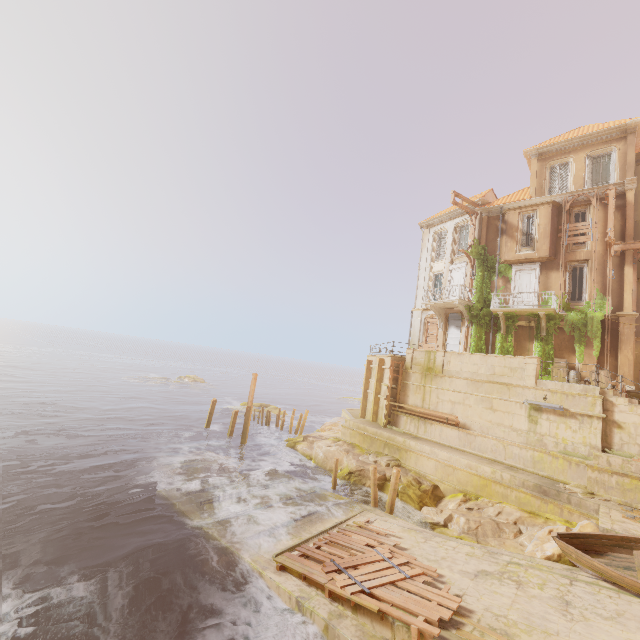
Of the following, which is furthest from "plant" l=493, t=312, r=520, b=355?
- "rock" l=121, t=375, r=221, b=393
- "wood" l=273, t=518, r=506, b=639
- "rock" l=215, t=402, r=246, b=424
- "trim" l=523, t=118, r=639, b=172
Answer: "rock" l=121, t=375, r=221, b=393

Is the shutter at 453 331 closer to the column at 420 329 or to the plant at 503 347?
the column at 420 329

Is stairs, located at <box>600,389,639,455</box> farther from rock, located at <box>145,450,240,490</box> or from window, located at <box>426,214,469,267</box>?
rock, located at <box>145,450,240,490</box>

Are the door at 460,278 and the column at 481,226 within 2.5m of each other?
yes

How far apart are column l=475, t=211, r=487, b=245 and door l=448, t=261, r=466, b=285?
0.50m

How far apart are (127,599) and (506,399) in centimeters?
1795cm

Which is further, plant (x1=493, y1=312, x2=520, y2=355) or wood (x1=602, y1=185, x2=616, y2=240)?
plant (x1=493, y1=312, x2=520, y2=355)

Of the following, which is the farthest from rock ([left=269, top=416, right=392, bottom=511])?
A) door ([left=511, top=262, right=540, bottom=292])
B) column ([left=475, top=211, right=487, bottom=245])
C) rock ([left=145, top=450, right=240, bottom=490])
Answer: column ([left=475, top=211, right=487, bottom=245])
